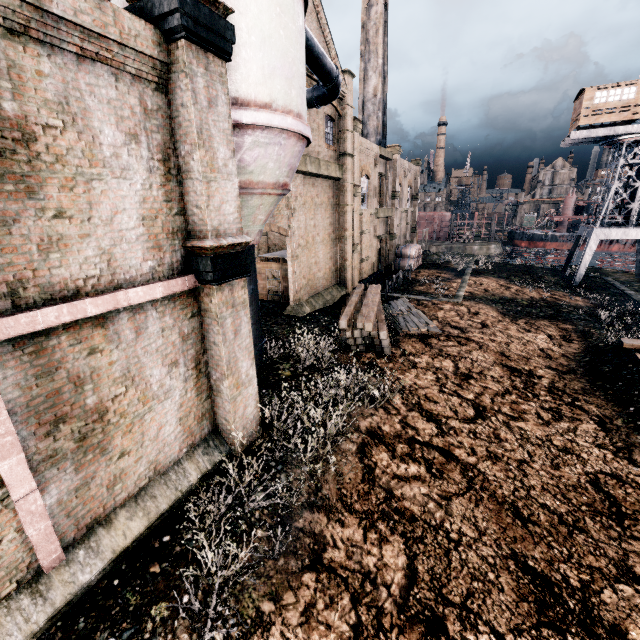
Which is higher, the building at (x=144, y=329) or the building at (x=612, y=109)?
the building at (x=612, y=109)

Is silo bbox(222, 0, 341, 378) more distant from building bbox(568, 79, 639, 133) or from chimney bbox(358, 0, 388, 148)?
building bbox(568, 79, 639, 133)

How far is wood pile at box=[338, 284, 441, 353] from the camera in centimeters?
1644cm

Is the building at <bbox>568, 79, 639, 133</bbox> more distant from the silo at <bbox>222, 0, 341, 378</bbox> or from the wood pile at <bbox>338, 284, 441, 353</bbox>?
the silo at <bbox>222, 0, 341, 378</bbox>

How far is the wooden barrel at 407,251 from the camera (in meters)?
37.66

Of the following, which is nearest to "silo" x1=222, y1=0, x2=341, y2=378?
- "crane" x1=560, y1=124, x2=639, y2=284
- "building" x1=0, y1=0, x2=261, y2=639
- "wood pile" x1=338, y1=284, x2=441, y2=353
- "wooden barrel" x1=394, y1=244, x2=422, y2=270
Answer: "building" x1=0, y1=0, x2=261, y2=639

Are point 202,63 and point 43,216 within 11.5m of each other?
yes

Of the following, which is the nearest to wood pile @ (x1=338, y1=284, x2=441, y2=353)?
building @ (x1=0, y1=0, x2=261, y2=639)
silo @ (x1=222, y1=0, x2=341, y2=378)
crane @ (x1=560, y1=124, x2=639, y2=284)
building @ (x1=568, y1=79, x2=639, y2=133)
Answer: building @ (x1=0, y1=0, x2=261, y2=639)
